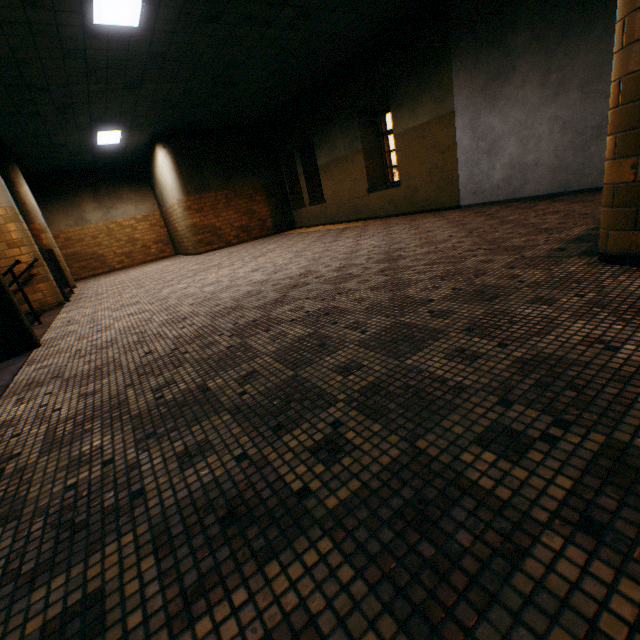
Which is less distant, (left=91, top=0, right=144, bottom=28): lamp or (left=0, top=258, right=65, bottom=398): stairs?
(left=0, top=258, right=65, bottom=398): stairs

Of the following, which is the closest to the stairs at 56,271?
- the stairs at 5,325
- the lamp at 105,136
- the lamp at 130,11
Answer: the stairs at 5,325

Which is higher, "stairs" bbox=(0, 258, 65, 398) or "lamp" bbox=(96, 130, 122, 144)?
"lamp" bbox=(96, 130, 122, 144)

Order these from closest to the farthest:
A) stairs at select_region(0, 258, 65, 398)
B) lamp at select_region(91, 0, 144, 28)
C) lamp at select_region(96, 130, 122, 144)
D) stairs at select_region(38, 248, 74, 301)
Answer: stairs at select_region(0, 258, 65, 398), lamp at select_region(91, 0, 144, 28), stairs at select_region(38, 248, 74, 301), lamp at select_region(96, 130, 122, 144)

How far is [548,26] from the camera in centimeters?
510cm

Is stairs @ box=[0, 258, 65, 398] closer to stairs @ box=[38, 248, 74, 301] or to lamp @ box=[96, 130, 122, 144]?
stairs @ box=[38, 248, 74, 301]

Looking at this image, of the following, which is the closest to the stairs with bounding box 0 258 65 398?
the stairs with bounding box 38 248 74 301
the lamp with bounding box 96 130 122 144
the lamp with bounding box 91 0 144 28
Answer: the stairs with bounding box 38 248 74 301

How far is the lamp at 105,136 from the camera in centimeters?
926cm
